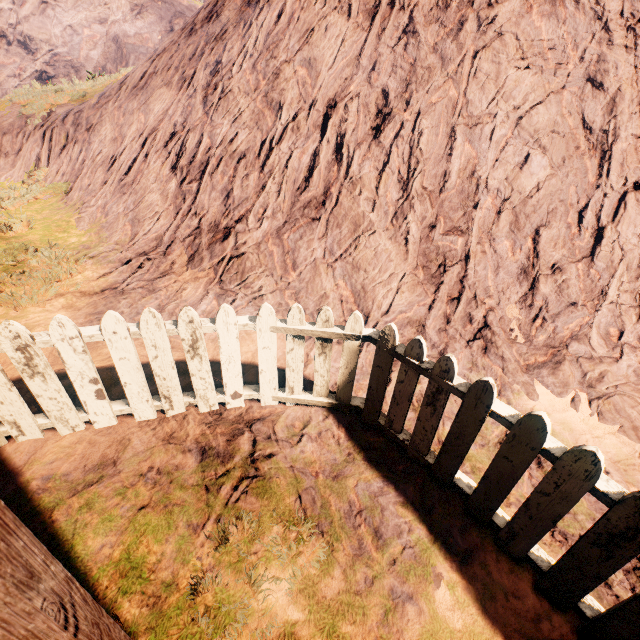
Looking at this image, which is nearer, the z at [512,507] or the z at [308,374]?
the z at [512,507]

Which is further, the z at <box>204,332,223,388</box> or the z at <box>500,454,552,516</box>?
the z at <box>204,332,223,388</box>

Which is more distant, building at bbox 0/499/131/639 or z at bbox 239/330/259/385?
z at bbox 239/330/259/385

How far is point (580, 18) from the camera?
3.4 meters

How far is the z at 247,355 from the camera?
3.0 meters

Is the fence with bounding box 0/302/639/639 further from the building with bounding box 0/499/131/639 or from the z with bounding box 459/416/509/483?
the building with bounding box 0/499/131/639
